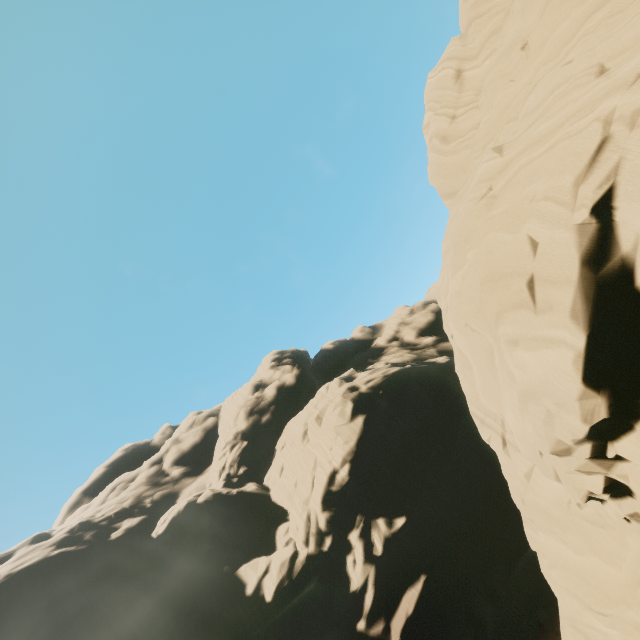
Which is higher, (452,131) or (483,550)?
(452,131)
